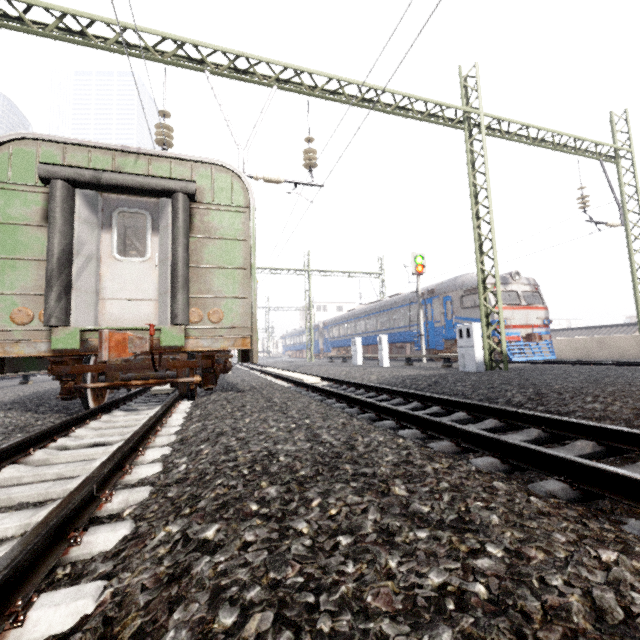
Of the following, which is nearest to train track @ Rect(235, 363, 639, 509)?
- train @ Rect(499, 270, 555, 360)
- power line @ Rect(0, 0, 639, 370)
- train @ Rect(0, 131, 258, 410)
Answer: train @ Rect(0, 131, 258, 410)

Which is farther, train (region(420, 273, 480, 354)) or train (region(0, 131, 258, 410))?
train (region(420, 273, 480, 354))

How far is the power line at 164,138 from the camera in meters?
7.6

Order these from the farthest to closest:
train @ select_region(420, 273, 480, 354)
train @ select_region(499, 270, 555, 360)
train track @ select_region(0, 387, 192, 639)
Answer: train @ select_region(420, 273, 480, 354), train @ select_region(499, 270, 555, 360), train track @ select_region(0, 387, 192, 639)

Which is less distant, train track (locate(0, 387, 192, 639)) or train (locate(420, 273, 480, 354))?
train track (locate(0, 387, 192, 639))

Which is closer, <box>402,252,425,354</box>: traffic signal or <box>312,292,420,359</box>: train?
<box>402,252,425,354</box>: traffic signal

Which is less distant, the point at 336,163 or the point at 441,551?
the point at 441,551

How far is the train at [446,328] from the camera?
15.3 meters
